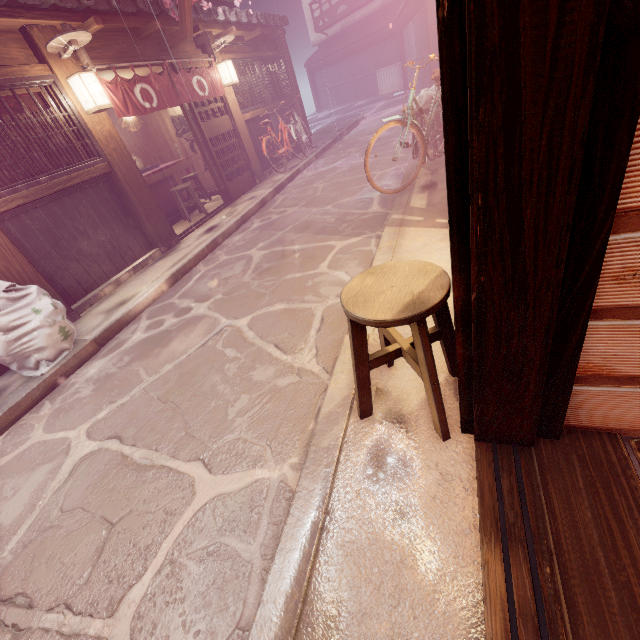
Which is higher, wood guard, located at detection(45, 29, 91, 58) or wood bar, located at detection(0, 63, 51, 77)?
wood guard, located at detection(45, 29, 91, 58)

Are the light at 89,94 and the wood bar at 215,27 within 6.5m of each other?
yes

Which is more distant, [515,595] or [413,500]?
[413,500]

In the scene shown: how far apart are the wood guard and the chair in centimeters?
968cm

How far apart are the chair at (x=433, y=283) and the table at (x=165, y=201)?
12.7m

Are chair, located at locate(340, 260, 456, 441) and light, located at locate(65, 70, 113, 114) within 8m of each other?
no

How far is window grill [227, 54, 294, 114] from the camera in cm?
1495

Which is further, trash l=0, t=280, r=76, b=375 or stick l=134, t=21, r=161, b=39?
stick l=134, t=21, r=161, b=39
